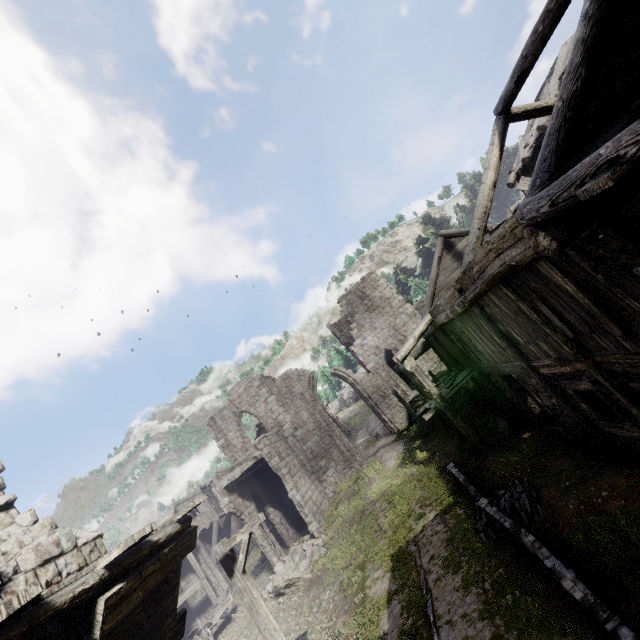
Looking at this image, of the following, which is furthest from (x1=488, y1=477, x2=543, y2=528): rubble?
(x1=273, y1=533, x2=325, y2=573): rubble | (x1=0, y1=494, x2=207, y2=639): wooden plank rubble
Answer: (x1=273, y1=533, x2=325, y2=573): rubble

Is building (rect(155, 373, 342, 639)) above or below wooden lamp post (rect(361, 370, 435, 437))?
above

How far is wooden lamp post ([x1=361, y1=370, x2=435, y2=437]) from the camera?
19.2 meters

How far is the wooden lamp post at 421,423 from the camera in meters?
19.2 m

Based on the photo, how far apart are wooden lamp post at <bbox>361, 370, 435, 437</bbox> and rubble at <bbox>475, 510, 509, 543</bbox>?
8.72m

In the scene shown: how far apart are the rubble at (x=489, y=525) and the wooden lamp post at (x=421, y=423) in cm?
872

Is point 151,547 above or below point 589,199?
above
